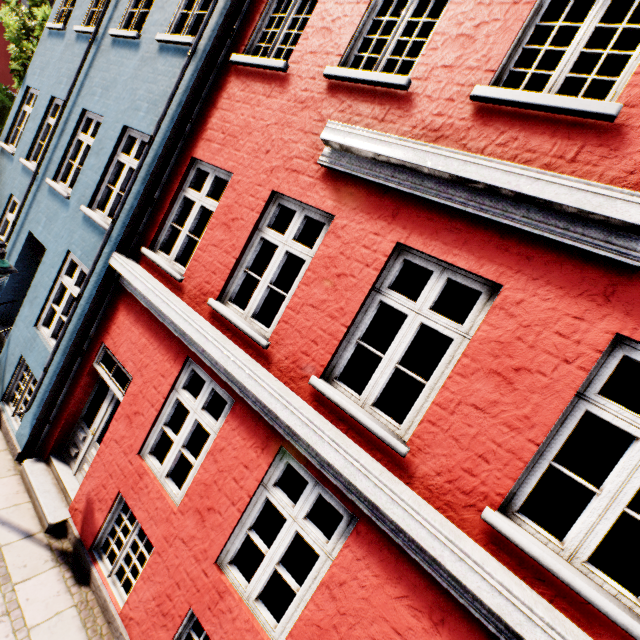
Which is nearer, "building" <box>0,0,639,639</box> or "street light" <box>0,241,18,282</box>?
"building" <box>0,0,639,639</box>

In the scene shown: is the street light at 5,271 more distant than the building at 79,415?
Yes

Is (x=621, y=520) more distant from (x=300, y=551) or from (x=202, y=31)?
(x=202, y=31)
